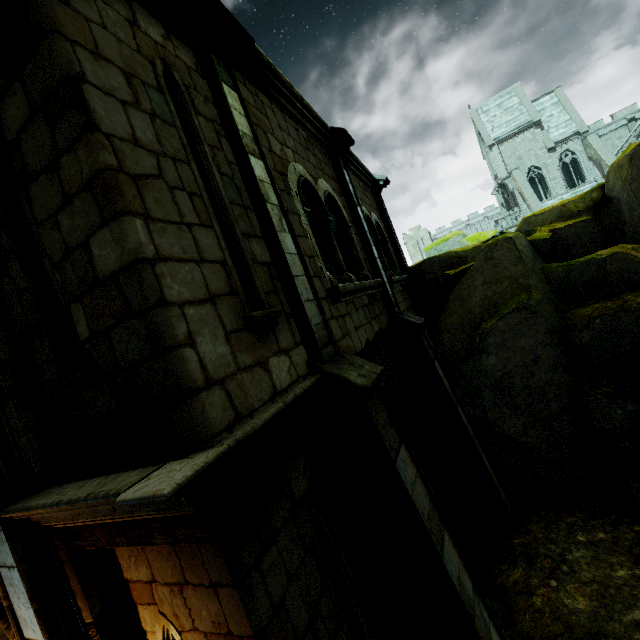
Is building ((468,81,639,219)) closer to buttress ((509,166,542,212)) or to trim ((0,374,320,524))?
buttress ((509,166,542,212))

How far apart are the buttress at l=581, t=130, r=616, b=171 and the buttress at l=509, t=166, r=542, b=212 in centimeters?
590cm

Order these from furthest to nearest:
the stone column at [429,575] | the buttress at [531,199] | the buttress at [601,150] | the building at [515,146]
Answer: the building at [515,146] → the buttress at [531,199] → the buttress at [601,150] → the stone column at [429,575]

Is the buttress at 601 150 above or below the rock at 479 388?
above

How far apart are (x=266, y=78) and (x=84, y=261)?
4.0m

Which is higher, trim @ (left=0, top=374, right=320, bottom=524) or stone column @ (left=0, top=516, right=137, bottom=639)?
trim @ (left=0, top=374, right=320, bottom=524)

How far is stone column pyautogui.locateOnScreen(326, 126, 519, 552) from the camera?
6.6 meters

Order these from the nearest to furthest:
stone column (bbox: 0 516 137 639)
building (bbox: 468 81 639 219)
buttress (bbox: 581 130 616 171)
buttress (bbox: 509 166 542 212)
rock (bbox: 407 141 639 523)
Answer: stone column (bbox: 0 516 137 639) < rock (bbox: 407 141 639 523) < buttress (bbox: 581 130 616 171) < buttress (bbox: 509 166 542 212) < building (bbox: 468 81 639 219)
